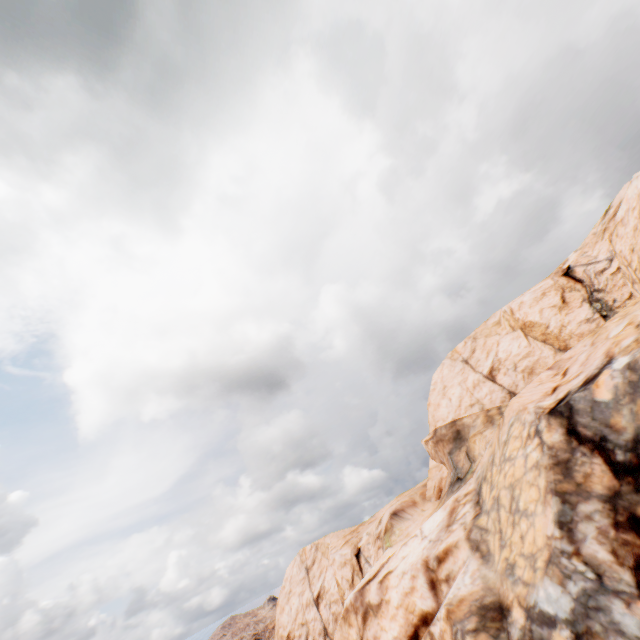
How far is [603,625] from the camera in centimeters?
814cm
